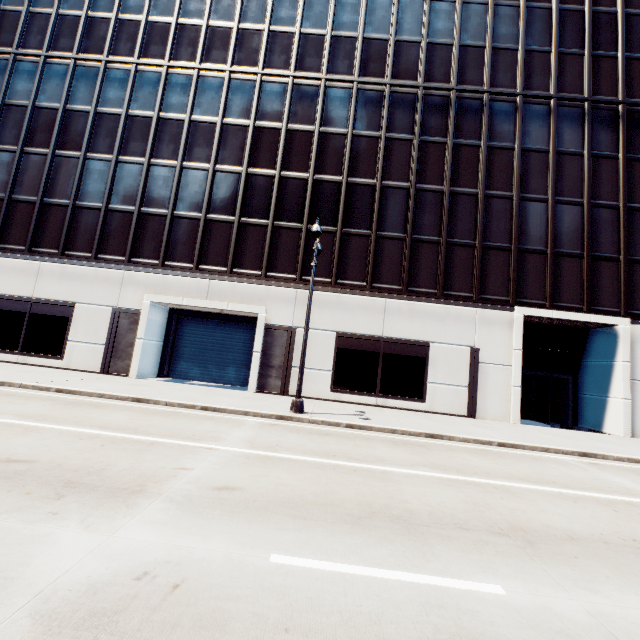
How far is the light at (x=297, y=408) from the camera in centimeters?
1205cm

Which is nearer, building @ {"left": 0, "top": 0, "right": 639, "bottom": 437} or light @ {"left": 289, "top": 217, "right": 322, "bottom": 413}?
light @ {"left": 289, "top": 217, "right": 322, "bottom": 413}

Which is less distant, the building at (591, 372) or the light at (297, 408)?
the light at (297, 408)

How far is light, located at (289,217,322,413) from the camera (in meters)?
12.05

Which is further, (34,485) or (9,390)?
(9,390)
